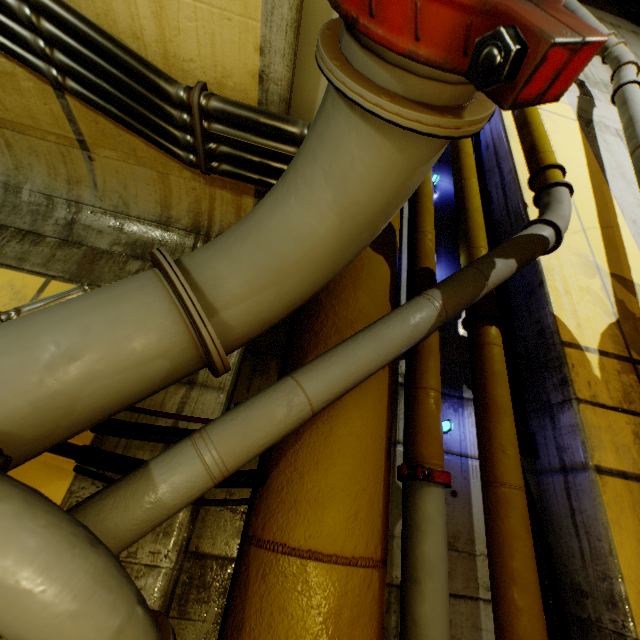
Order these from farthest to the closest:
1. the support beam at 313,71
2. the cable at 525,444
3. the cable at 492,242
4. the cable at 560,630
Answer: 1. the cable at 492,242
2. the cable at 525,444
3. the cable at 560,630
4. the support beam at 313,71

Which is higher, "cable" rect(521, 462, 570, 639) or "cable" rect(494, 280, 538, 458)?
"cable" rect(494, 280, 538, 458)

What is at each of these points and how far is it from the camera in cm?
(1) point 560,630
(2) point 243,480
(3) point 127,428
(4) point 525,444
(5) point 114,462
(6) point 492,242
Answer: (1) cable, 196
(2) cable, 159
(3) cable, 157
(4) cable, 252
(5) cable, 151
(6) cable, 360

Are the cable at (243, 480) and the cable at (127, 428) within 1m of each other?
yes

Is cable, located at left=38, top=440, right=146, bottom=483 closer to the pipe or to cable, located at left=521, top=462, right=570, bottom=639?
the pipe

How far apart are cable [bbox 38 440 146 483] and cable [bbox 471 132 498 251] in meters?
2.1 m

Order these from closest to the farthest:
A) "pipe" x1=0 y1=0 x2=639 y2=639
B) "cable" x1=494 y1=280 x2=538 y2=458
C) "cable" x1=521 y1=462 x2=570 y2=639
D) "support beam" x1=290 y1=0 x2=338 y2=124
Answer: "pipe" x1=0 y1=0 x2=639 y2=639 < "support beam" x1=290 y1=0 x2=338 y2=124 < "cable" x1=521 y1=462 x2=570 y2=639 < "cable" x1=494 y1=280 x2=538 y2=458
